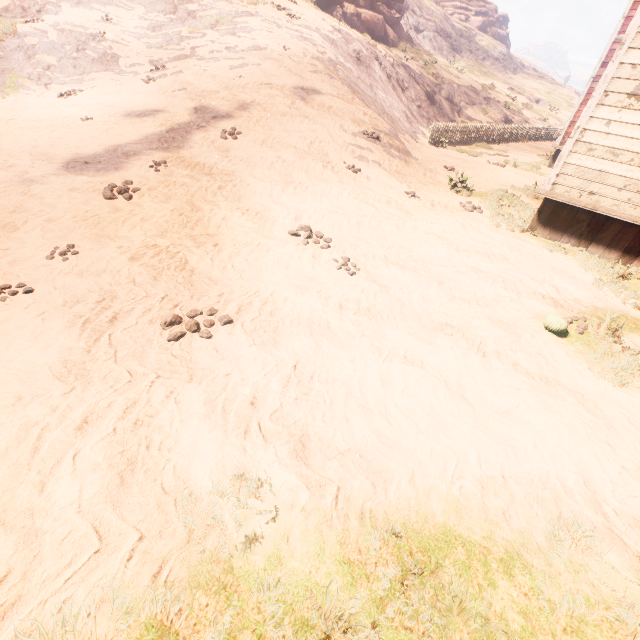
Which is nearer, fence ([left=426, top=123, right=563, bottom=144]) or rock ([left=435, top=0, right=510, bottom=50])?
fence ([left=426, top=123, right=563, bottom=144])

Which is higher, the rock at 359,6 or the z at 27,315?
the rock at 359,6

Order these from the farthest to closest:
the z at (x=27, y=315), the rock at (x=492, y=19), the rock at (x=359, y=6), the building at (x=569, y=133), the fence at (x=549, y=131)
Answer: the rock at (x=492, y=19), the rock at (x=359, y=6), the fence at (x=549, y=131), the building at (x=569, y=133), the z at (x=27, y=315)

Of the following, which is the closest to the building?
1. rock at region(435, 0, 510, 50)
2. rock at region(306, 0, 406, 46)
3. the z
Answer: the z

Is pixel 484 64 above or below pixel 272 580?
above

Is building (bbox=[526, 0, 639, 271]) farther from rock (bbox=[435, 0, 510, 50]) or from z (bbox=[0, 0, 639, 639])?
rock (bbox=[435, 0, 510, 50])

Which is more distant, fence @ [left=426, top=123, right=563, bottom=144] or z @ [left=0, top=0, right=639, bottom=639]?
fence @ [left=426, top=123, right=563, bottom=144]

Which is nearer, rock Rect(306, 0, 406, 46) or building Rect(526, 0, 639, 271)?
building Rect(526, 0, 639, 271)
